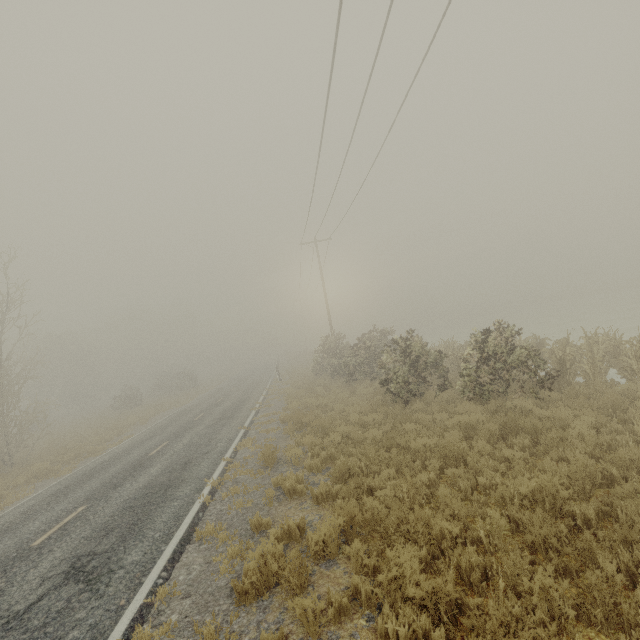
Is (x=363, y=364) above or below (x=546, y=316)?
above
